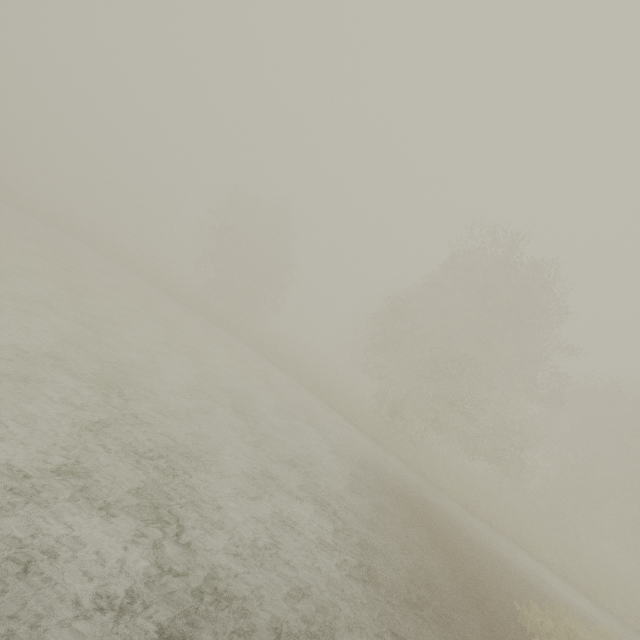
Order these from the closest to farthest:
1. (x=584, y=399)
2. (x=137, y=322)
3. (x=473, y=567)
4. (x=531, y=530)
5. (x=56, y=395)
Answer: (x=56, y=395) → (x=473, y=567) → (x=531, y=530) → (x=137, y=322) → (x=584, y=399)
